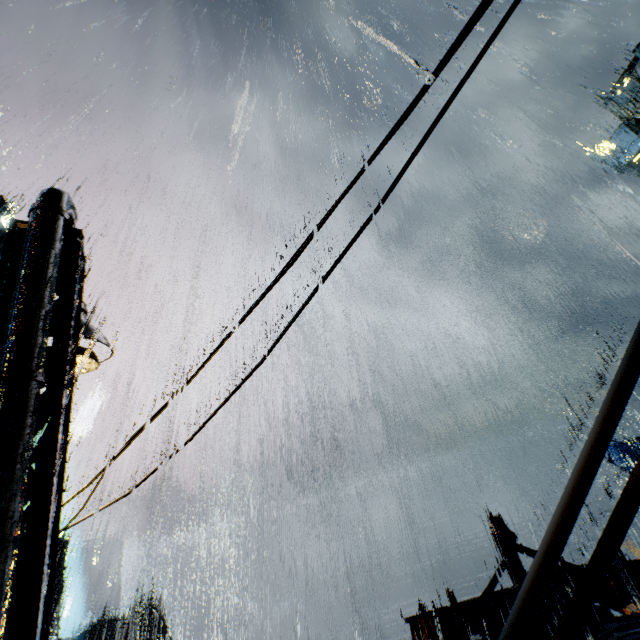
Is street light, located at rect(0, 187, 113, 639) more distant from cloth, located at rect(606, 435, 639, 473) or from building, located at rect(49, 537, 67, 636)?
cloth, located at rect(606, 435, 639, 473)

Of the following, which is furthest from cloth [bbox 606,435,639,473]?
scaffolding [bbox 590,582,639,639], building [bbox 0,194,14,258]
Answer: scaffolding [bbox 590,582,639,639]

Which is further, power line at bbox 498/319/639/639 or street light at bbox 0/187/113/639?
street light at bbox 0/187/113/639

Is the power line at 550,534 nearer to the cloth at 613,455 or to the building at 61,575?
the building at 61,575

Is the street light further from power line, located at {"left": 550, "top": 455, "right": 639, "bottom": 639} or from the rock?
the rock

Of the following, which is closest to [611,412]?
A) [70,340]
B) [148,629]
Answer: [70,340]

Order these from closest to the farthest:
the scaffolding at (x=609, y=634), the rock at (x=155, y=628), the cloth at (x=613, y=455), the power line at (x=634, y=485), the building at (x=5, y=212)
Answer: the power line at (x=634, y=485)
the scaffolding at (x=609, y=634)
the cloth at (x=613, y=455)
the rock at (x=155, y=628)
the building at (x=5, y=212)
